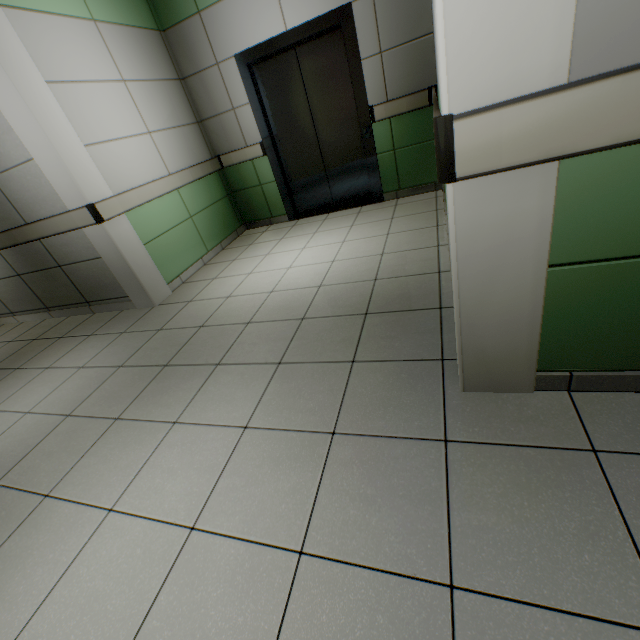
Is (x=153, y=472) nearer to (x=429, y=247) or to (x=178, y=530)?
(x=178, y=530)

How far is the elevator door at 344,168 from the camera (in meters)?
3.88

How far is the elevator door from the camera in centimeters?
388cm
